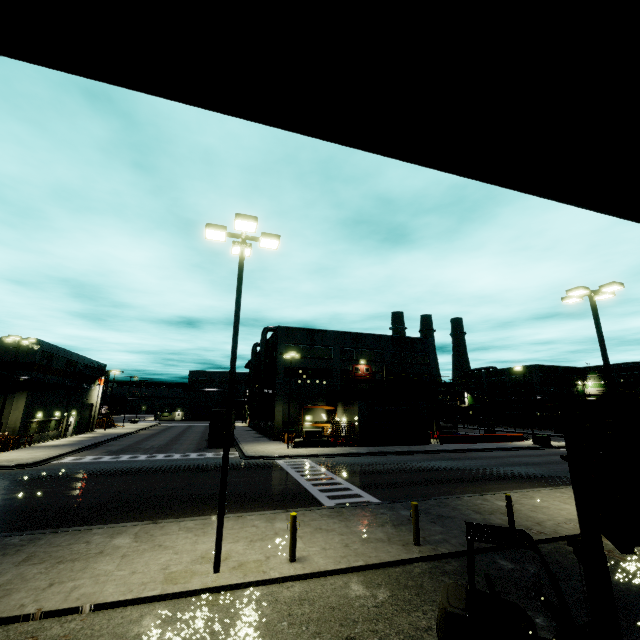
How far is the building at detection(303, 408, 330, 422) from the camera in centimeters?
4238cm

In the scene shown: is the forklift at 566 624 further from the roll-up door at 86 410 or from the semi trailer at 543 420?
the roll-up door at 86 410

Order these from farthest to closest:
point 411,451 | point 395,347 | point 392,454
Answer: point 395,347 → point 411,451 → point 392,454

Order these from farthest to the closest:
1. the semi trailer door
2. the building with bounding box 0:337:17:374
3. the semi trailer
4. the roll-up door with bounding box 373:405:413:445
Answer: the semi trailer, the roll-up door with bounding box 373:405:413:445, the semi trailer door, the building with bounding box 0:337:17:374

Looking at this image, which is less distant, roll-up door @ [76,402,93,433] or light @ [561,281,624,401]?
light @ [561,281,624,401]

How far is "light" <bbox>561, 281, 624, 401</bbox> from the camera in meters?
14.6 m

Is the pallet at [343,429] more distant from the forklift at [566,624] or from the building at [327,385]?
the forklift at [566,624]

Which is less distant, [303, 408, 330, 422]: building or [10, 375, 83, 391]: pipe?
[10, 375, 83, 391]: pipe
